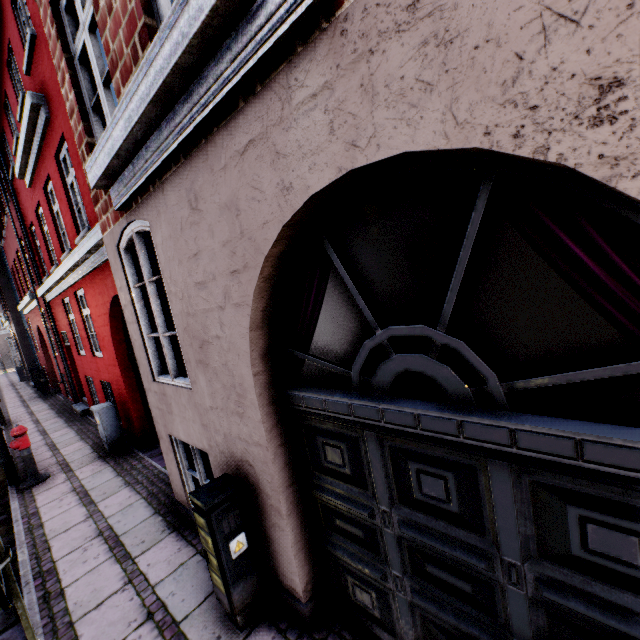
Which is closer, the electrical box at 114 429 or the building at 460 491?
the building at 460 491

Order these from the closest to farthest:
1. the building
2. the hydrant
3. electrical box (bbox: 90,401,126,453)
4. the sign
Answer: the building < the sign < the hydrant < electrical box (bbox: 90,401,126,453)

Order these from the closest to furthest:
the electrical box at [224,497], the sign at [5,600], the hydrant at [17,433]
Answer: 1. the sign at [5,600]
2. the electrical box at [224,497]
3. the hydrant at [17,433]

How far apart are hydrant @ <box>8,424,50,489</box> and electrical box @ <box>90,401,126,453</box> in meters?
1.0

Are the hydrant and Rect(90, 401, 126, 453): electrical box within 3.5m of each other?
yes

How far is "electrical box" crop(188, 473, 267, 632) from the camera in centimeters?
271cm

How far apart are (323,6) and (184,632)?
4.68m

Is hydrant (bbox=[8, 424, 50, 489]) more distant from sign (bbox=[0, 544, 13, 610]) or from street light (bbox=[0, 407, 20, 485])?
sign (bbox=[0, 544, 13, 610])
